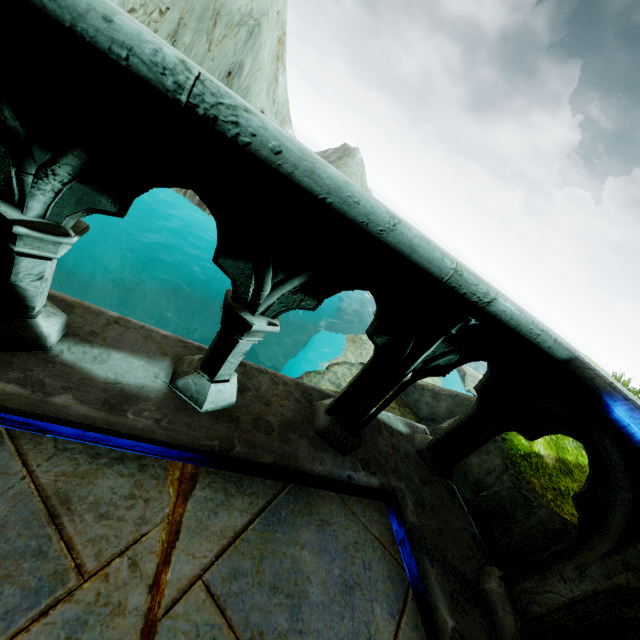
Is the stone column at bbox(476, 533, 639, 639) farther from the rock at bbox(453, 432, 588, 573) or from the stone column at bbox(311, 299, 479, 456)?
the stone column at bbox(311, 299, 479, 456)

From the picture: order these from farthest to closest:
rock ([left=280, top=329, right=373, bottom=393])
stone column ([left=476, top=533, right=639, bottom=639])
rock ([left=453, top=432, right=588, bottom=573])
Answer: rock ([left=280, top=329, right=373, bottom=393])
rock ([left=453, top=432, right=588, bottom=573])
stone column ([left=476, top=533, right=639, bottom=639])

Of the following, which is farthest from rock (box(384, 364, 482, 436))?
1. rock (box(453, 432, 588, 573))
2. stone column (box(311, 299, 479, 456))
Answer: stone column (box(311, 299, 479, 456))

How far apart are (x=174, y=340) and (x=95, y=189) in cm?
96

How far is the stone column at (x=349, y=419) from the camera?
1.7m

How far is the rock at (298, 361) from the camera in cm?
594

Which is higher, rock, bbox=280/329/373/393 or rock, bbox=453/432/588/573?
rock, bbox=453/432/588/573
